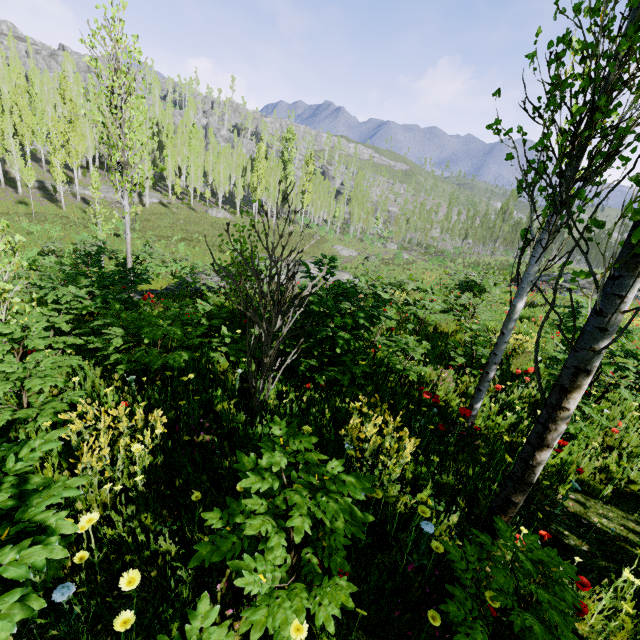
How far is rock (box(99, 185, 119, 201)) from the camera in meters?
39.0

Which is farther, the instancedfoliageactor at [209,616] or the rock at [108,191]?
the rock at [108,191]

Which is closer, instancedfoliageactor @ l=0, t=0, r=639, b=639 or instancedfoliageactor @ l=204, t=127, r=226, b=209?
instancedfoliageactor @ l=0, t=0, r=639, b=639

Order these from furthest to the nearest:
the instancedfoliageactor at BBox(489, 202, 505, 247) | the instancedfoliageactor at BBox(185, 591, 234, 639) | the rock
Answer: the instancedfoliageactor at BBox(489, 202, 505, 247)
the rock
the instancedfoliageactor at BBox(185, 591, 234, 639)

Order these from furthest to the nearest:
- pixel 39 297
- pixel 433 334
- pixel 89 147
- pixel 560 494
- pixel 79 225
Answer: pixel 89 147
pixel 79 225
pixel 39 297
pixel 433 334
pixel 560 494

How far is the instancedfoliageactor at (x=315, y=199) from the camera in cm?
5794

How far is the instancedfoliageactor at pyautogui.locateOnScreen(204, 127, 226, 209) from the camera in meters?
46.5
